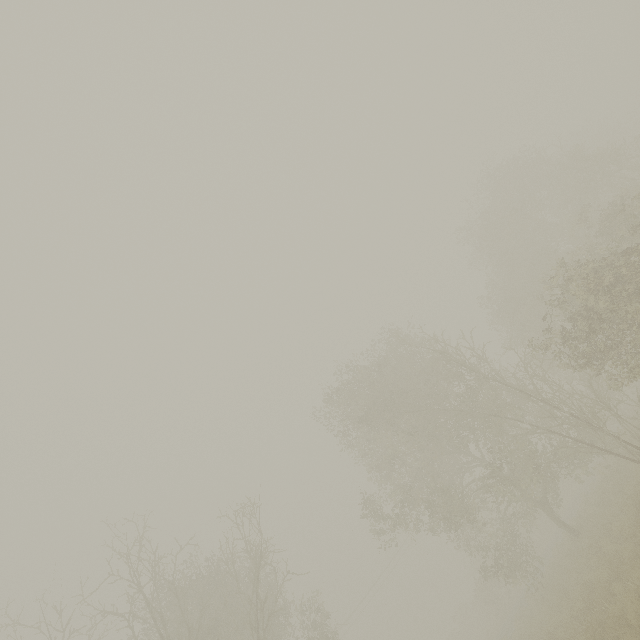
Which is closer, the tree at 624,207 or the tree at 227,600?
the tree at 624,207

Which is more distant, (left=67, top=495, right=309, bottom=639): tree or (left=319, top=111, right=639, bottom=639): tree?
(left=67, top=495, right=309, bottom=639): tree

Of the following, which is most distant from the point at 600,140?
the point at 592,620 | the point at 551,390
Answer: the point at 592,620
